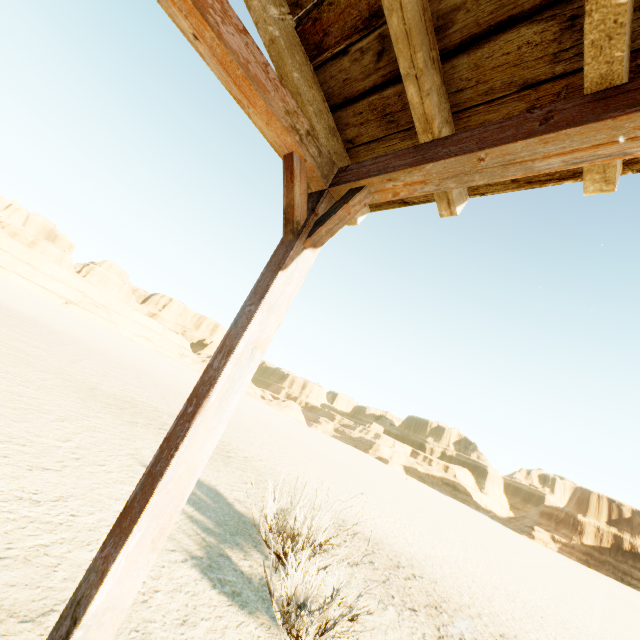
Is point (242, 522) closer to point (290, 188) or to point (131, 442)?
point (131, 442)
